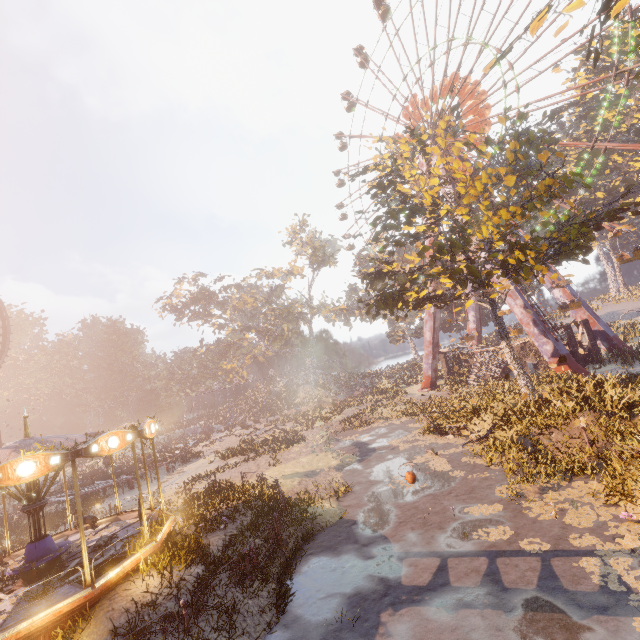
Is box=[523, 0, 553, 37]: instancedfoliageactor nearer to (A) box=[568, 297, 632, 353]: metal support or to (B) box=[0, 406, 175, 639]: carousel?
(B) box=[0, 406, 175, 639]: carousel

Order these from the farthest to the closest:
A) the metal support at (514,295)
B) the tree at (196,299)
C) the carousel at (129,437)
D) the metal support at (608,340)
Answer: the tree at (196,299), the metal support at (608,340), the metal support at (514,295), the carousel at (129,437)

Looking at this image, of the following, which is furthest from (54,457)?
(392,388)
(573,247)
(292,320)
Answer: (292,320)

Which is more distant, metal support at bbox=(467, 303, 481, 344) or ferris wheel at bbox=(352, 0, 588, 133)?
metal support at bbox=(467, 303, 481, 344)

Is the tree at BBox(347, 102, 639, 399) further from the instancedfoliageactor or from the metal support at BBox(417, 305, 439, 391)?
the metal support at BBox(417, 305, 439, 391)

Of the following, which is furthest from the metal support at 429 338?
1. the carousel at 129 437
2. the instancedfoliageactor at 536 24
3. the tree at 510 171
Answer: the carousel at 129 437

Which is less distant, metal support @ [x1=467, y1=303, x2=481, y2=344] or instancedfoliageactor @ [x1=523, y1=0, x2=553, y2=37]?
instancedfoliageactor @ [x1=523, y1=0, x2=553, y2=37]

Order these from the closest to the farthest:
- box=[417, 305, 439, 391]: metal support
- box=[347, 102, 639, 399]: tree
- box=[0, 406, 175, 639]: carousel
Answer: box=[0, 406, 175, 639]: carousel
box=[347, 102, 639, 399]: tree
box=[417, 305, 439, 391]: metal support
